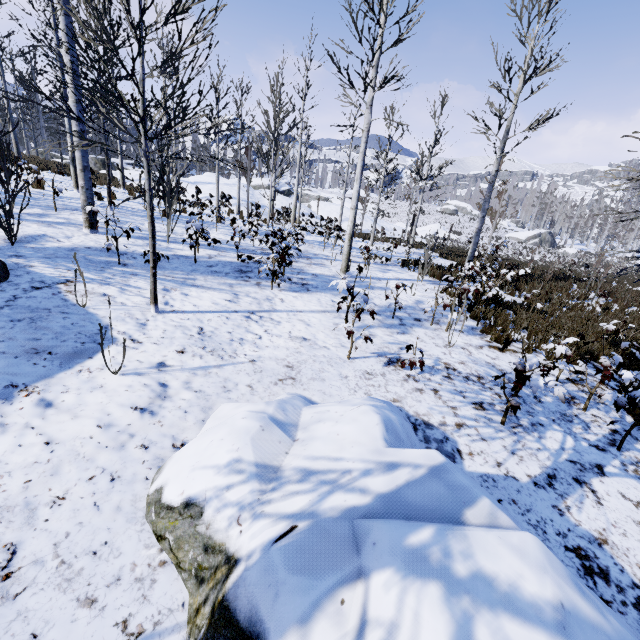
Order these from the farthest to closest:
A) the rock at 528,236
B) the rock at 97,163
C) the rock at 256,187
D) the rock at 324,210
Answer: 1. the rock at 528,236
2. the rock at 97,163
3. the rock at 324,210
4. the rock at 256,187

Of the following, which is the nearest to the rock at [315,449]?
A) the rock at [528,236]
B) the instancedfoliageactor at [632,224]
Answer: the instancedfoliageactor at [632,224]

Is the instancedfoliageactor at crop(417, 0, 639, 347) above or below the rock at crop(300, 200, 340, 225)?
above

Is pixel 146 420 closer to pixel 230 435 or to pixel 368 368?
pixel 230 435

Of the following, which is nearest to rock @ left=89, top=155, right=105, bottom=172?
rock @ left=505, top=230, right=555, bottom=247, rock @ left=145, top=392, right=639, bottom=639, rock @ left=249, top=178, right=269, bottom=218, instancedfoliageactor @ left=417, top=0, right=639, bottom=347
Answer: rock @ left=249, top=178, right=269, bottom=218

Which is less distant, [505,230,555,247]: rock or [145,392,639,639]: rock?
[145,392,639,639]: rock

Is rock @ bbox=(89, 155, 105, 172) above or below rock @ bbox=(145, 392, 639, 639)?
above

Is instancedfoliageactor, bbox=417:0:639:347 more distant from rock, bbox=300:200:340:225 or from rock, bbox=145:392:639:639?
rock, bbox=300:200:340:225
